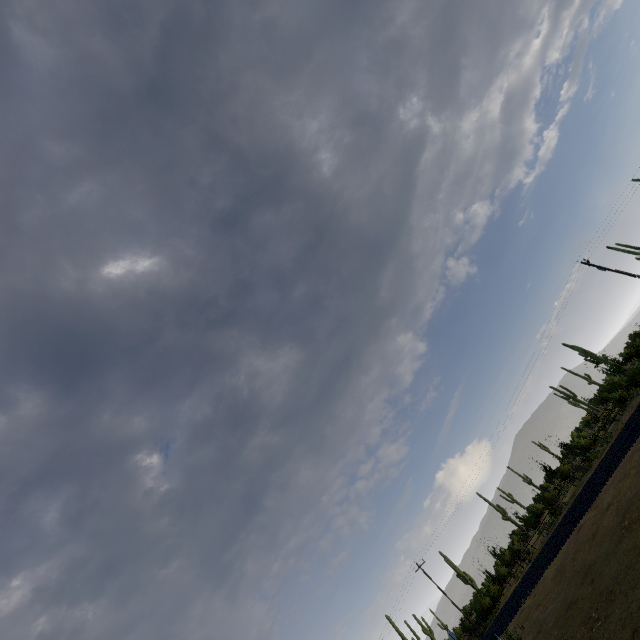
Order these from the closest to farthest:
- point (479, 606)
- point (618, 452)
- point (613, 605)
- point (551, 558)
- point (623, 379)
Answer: point (613, 605) → point (618, 452) → point (551, 558) → point (623, 379) → point (479, 606)
